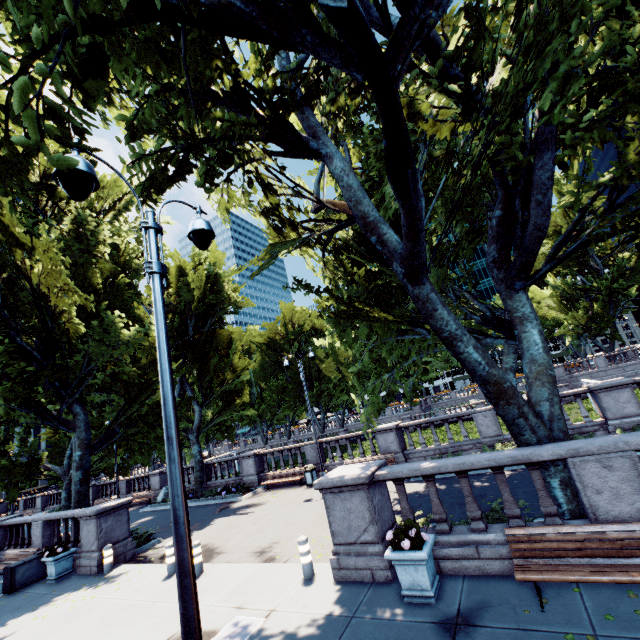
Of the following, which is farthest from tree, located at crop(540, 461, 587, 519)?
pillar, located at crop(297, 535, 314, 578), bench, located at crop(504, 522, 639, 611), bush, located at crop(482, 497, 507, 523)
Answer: pillar, located at crop(297, 535, 314, 578)

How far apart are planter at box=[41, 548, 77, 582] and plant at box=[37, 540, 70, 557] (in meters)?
0.01

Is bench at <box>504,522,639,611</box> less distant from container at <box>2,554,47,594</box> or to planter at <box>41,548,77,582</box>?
planter at <box>41,548,77,582</box>

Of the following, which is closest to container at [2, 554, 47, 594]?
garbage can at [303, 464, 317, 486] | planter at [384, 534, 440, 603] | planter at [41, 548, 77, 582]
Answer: planter at [41, 548, 77, 582]

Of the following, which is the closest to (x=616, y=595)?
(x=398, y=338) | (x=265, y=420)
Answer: (x=398, y=338)

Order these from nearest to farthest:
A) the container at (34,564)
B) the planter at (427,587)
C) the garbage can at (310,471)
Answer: the planter at (427,587)
the container at (34,564)
the garbage can at (310,471)

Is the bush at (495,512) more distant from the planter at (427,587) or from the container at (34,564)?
the container at (34,564)

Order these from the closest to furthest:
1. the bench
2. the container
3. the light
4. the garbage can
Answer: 1. the light
2. the bench
3. the container
4. the garbage can
